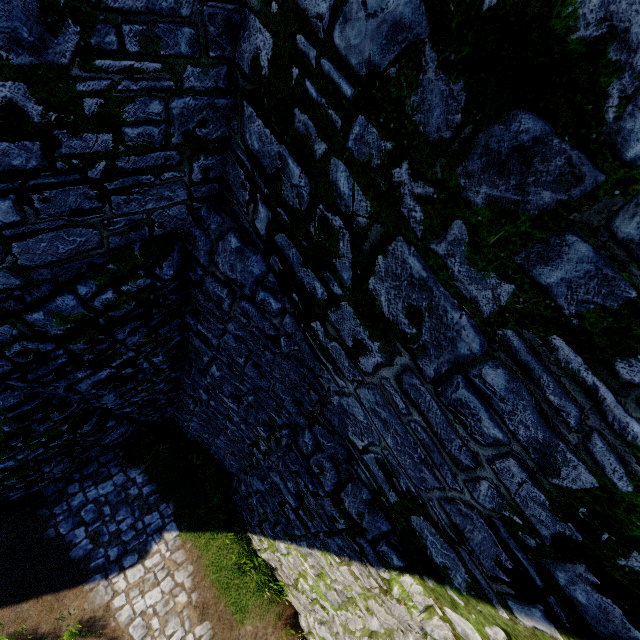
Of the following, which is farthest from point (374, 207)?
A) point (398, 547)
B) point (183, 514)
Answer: point (183, 514)
